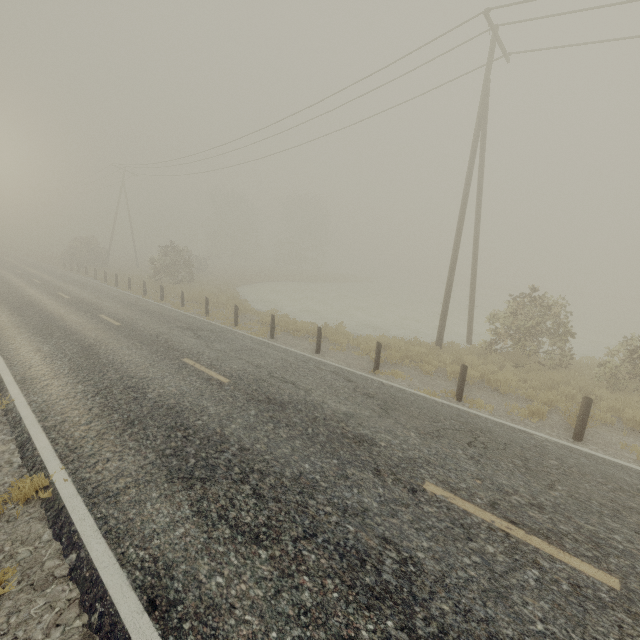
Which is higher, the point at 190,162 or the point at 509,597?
the point at 190,162

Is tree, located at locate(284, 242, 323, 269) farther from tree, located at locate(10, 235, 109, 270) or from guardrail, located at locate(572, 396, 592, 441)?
guardrail, located at locate(572, 396, 592, 441)

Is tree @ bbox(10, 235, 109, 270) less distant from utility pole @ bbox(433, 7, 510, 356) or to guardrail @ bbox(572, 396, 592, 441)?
utility pole @ bbox(433, 7, 510, 356)

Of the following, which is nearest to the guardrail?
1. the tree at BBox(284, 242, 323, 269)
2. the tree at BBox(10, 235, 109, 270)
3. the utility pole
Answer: the utility pole

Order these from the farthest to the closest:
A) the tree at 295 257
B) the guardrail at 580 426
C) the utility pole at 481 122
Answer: the tree at 295 257 < the utility pole at 481 122 < the guardrail at 580 426

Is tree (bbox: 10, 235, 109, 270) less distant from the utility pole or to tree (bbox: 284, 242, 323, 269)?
tree (bbox: 284, 242, 323, 269)

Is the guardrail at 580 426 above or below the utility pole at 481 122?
below
